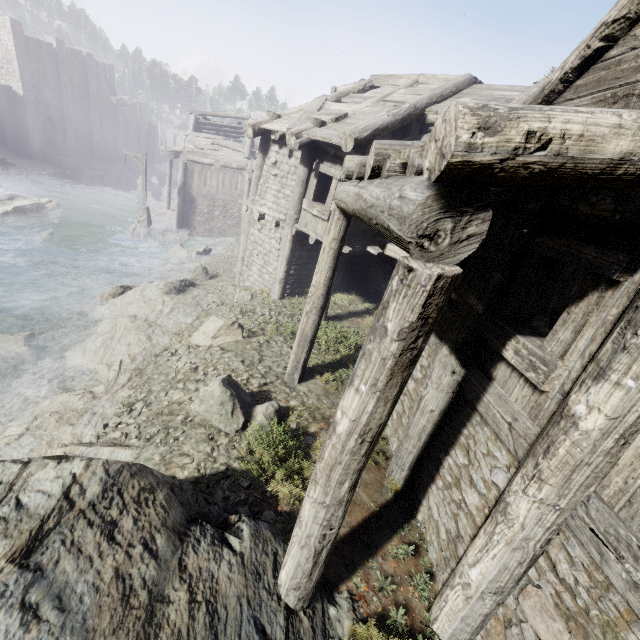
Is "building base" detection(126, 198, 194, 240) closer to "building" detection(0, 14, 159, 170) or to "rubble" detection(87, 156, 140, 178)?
"building" detection(0, 14, 159, 170)

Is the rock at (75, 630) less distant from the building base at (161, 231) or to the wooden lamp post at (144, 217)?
the building base at (161, 231)

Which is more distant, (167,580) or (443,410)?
(443,410)

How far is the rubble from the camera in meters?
45.1 m

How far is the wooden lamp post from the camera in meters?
22.4 m

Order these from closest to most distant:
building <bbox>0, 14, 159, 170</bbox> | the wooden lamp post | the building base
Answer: the wooden lamp post → the building base → building <bbox>0, 14, 159, 170</bbox>

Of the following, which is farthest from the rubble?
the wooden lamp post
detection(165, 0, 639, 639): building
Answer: the wooden lamp post

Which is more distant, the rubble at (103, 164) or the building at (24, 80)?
the rubble at (103, 164)
